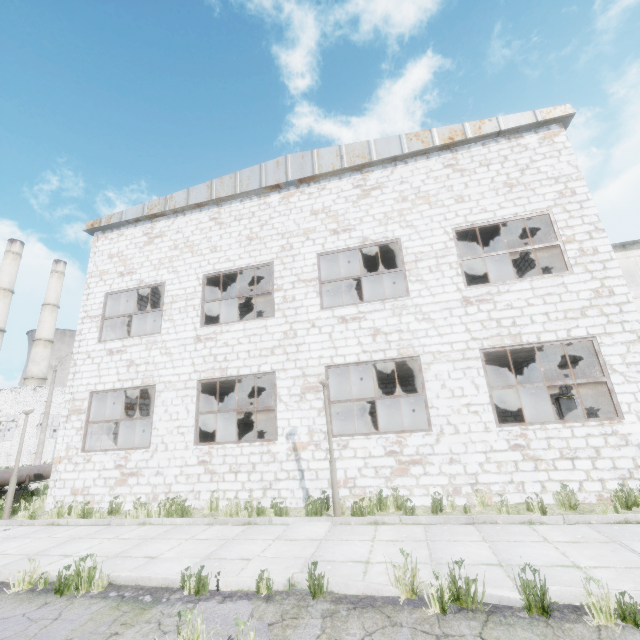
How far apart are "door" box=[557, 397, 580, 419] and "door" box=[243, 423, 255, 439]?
15.3 meters

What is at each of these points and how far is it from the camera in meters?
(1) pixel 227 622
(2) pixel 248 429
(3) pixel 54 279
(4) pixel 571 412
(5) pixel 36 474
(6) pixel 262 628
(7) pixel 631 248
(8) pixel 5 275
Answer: (1) asphalt debris, 3.8
(2) door, 18.9
(3) chimney, 55.5
(4) door, 13.4
(5) pipe, 13.4
(6) asphalt debris, 3.5
(7) building, 11.3
(8) chimney, 48.3

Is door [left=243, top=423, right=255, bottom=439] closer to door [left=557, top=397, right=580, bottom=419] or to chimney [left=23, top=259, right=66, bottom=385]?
door [left=557, top=397, right=580, bottom=419]

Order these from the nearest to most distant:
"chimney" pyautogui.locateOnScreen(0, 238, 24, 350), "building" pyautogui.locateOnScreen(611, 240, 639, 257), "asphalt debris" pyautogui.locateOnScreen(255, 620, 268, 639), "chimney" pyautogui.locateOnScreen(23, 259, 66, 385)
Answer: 1. "asphalt debris" pyautogui.locateOnScreen(255, 620, 268, 639)
2. "building" pyautogui.locateOnScreen(611, 240, 639, 257)
3. "chimney" pyautogui.locateOnScreen(0, 238, 24, 350)
4. "chimney" pyautogui.locateOnScreen(23, 259, 66, 385)

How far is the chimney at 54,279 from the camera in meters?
50.4

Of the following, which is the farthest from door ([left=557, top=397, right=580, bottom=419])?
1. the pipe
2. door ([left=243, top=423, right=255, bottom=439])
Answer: the pipe

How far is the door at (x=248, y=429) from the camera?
18.5m

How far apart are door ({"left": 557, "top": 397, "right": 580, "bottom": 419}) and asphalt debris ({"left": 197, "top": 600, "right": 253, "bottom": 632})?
14.0 meters
